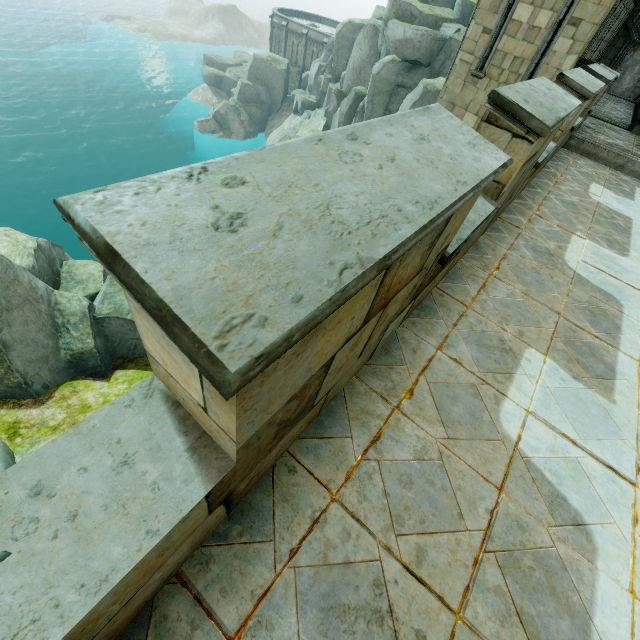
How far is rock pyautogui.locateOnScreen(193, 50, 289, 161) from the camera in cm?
4131

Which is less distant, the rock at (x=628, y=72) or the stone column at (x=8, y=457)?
the stone column at (x=8, y=457)

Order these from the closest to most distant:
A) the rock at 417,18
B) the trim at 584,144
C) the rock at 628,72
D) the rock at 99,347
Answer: the trim at 584,144 → the rock at 99,347 → the rock at 628,72 → the rock at 417,18

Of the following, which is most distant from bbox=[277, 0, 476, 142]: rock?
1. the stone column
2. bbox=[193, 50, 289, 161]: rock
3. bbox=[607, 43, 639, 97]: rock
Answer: the stone column

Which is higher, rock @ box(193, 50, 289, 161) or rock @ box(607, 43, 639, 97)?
rock @ box(607, 43, 639, 97)

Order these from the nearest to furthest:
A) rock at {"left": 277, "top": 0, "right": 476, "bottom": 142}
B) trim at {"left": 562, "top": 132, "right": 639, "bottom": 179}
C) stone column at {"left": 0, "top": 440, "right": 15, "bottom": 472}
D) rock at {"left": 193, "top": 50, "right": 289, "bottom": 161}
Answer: stone column at {"left": 0, "top": 440, "right": 15, "bottom": 472}
trim at {"left": 562, "top": 132, "right": 639, "bottom": 179}
rock at {"left": 277, "top": 0, "right": 476, "bottom": 142}
rock at {"left": 193, "top": 50, "right": 289, "bottom": 161}

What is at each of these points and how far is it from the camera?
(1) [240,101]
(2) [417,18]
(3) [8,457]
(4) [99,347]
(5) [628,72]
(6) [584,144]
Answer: (1) rock, 42.7 meters
(2) rock, 23.5 meters
(3) stone column, 1.7 meters
(4) rock, 13.3 meters
(5) rock, 21.5 meters
(6) trim, 9.5 meters

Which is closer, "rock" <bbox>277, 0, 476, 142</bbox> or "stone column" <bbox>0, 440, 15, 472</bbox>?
"stone column" <bbox>0, 440, 15, 472</bbox>
